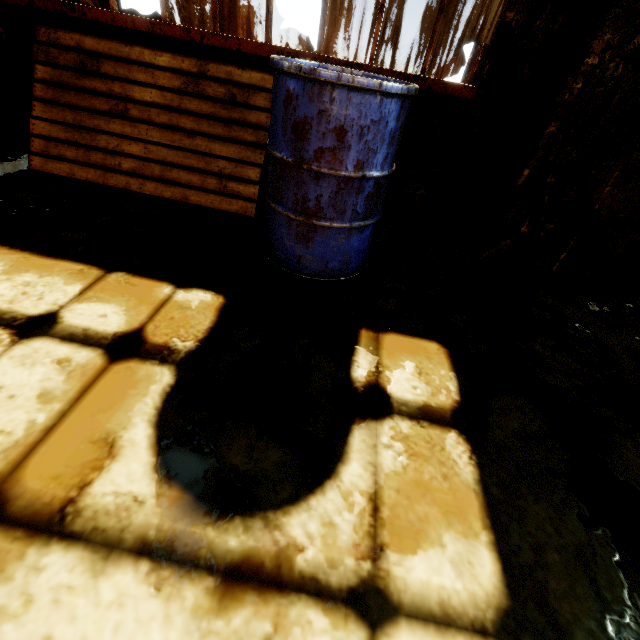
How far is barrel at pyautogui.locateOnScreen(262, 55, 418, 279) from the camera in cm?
135

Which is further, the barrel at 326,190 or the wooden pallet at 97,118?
the wooden pallet at 97,118

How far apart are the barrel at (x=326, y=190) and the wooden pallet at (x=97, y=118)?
0.20m

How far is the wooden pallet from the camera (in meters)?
2.15

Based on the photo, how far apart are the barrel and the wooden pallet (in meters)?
0.20

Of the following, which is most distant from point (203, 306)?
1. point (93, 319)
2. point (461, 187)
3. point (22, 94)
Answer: point (22, 94)

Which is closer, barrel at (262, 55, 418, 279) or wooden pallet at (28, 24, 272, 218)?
barrel at (262, 55, 418, 279)
